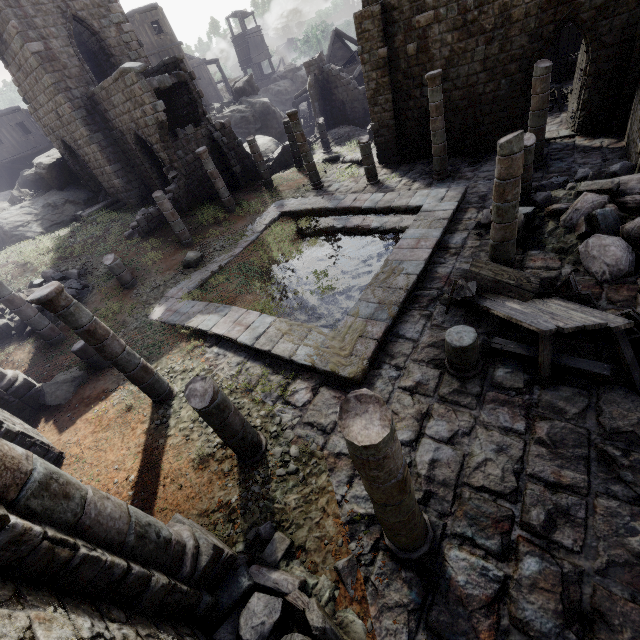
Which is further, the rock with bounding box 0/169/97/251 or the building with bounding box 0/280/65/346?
the rock with bounding box 0/169/97/251

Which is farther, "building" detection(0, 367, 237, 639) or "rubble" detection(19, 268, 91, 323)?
"rubble" detection(19, 268, 91, 323)

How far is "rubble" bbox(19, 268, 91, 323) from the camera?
13.38m

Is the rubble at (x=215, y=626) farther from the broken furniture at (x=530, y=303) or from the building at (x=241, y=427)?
the broken furniture at (x=530, y=303)

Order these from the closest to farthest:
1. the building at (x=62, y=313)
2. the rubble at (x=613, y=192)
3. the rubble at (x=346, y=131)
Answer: the building at (x=62, y=313)
the rubble at (x=613, y=192)
the rubble at (x=346, y=131)

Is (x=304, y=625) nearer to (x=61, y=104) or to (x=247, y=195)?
(x=247, y=195)

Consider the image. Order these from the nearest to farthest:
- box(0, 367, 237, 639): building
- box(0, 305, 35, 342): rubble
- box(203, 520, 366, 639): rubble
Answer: box(0, 367, 237, 639): building
box(203, 520, 366, 639): rubble
box(0, 305, 35, 342): rubble

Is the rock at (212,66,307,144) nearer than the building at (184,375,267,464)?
No
